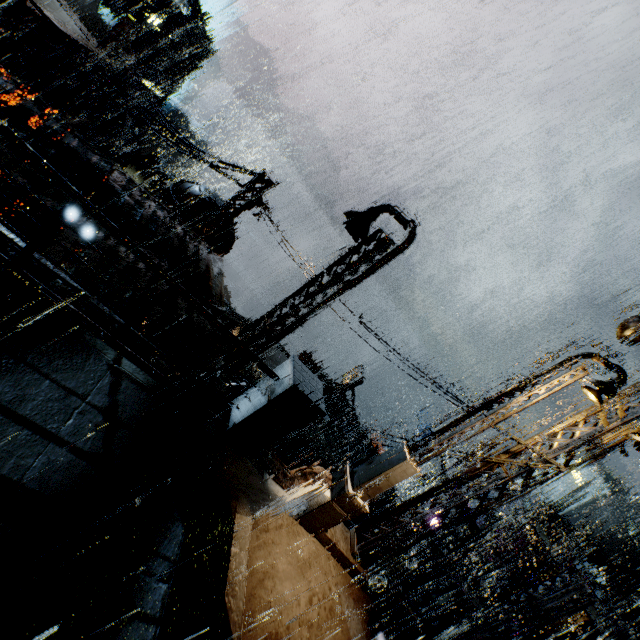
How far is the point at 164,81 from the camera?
46.56m

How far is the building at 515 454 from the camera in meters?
7.7

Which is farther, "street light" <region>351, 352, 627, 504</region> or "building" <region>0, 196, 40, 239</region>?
"street light" <region>351, 352, 627, 504</region>

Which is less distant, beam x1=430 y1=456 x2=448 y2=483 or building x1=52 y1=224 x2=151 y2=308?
building x1=52 y1=224 x2=151 y2=308

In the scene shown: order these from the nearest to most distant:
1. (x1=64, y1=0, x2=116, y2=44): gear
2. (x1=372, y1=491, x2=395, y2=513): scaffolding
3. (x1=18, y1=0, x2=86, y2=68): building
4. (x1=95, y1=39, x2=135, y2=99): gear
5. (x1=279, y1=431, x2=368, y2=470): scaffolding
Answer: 1. (x1=372, y1=491, x2=395, y2=513): scaffolding
2. (x1=279, y1=431, x2=368, y2=470): scaffolding
3. (x1=18, y1=0, x2=86, y2=68): building
4. (x1=64, y1=0, x2=116, y2=44): gear
5. (x1=95, y1=39, x2=135, y2=99): gear

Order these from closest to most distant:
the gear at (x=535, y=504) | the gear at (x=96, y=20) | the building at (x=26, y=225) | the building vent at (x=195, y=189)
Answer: the building at (x=26, y=225) < the building vent at (x=195, y=189) < the gear at (x=96, y=20) < the gear at (x=535, y=504)

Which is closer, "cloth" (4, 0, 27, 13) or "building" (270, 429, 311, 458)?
"cloth" (4, 0, 27, 13)

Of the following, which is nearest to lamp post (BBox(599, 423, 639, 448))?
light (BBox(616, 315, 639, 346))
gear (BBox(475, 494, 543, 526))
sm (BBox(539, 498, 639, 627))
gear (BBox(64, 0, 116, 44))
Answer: light (BBox(616, 315, 639, 346))
